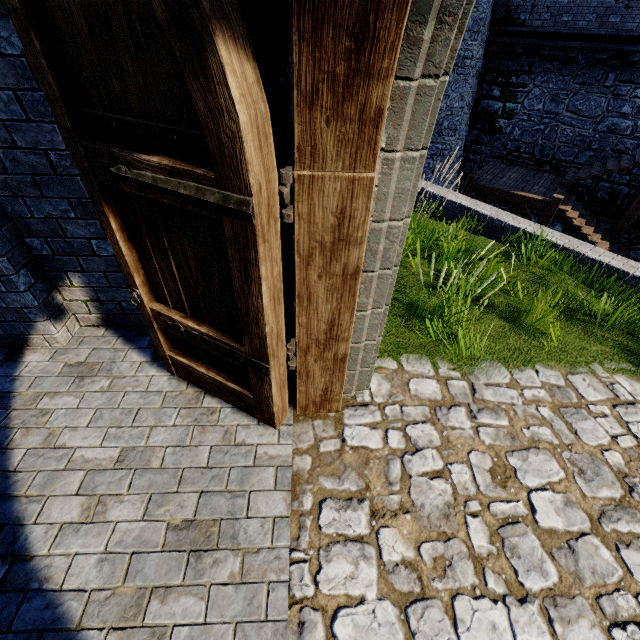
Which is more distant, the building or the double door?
the building

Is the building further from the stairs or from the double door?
the stairs

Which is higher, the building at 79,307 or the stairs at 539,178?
the building at 79,307

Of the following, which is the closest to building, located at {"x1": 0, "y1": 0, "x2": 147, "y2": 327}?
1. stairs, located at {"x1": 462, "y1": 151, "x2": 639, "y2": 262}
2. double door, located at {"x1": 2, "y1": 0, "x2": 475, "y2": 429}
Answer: double door, located at {"x1": 2, "y1": 0, "x2": 475, "y2": 429}

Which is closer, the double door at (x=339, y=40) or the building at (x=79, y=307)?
the double door at (x=339, y=40)

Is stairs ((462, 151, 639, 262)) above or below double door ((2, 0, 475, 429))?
below

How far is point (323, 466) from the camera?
2.7m
